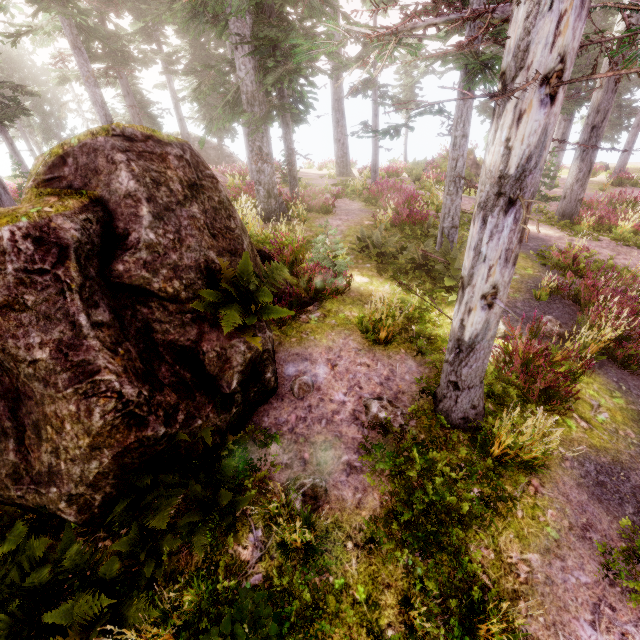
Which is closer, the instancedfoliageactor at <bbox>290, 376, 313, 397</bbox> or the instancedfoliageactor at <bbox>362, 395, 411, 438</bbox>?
the instancedfoliageactor at <bbox>362, 395, 411, 438</bbox>

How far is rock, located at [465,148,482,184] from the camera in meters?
20.5

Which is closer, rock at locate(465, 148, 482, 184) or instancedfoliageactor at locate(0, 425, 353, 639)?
instancedfoliageactor at locate(0, 425, 353, 639)

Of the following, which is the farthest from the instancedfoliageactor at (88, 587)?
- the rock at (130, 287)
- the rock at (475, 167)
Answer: the rock at (475, 167)

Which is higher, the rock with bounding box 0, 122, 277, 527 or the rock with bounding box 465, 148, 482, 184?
the rock with bounding box 0, 122, 277, 527

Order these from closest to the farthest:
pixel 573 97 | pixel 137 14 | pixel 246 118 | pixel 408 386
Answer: pixel 408 386, pixel 246 118, pixel 573 97, pixel 137 14

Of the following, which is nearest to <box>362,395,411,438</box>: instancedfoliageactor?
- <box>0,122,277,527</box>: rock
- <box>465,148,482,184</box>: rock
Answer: <box>0,122,277,527</box>: rock
